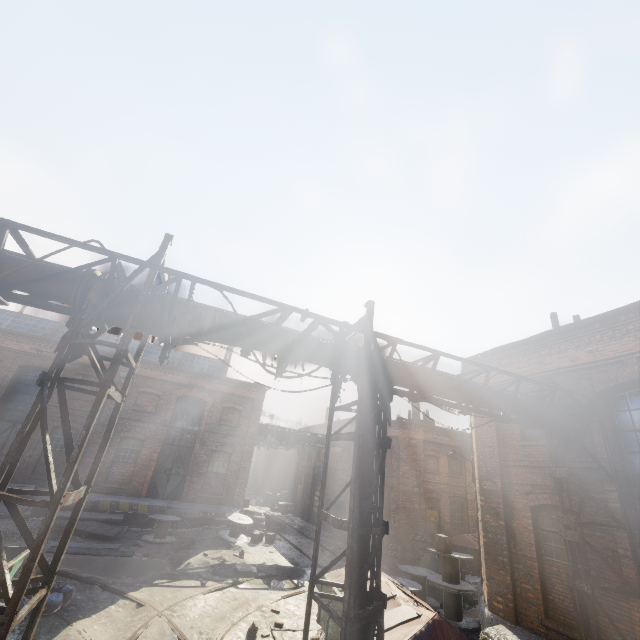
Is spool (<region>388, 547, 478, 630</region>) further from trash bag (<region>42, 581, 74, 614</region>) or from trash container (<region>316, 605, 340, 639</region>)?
trash bag (<region>42, 581, 74, 614</region>)

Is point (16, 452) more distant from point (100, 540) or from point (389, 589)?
point (100, 540)

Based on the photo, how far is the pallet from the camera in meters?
19.0 m

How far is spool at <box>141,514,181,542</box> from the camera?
15.10m

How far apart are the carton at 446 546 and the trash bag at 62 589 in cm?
1103

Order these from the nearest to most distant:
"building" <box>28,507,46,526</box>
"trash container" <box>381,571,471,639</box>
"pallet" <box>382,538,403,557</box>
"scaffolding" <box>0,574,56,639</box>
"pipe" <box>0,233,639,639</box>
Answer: "scaffolding" <box>0,574,56,639</box> < "pipe" <box>0,233,639,639</box> < "trash container" <box>381,571,471,639</box> < "building" <box>28,507,46,526</box> < "pallet" <box>382,538,403,557</box>

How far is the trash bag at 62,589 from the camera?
7.49m

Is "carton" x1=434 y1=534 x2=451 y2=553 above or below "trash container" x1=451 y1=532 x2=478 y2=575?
above
